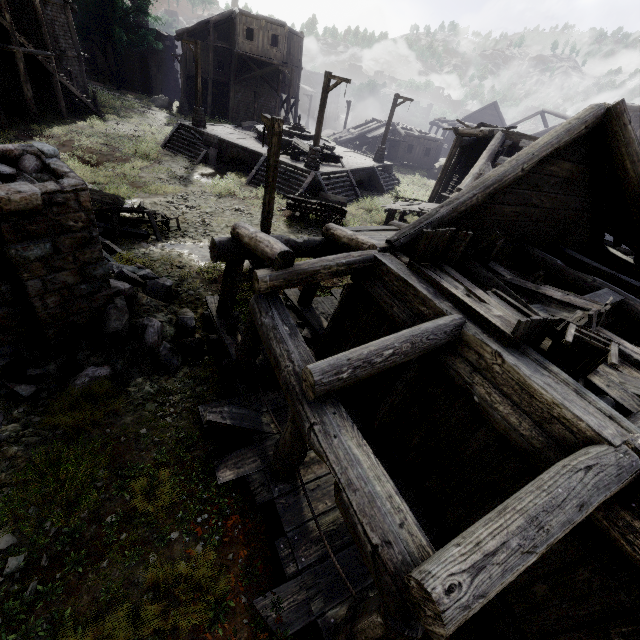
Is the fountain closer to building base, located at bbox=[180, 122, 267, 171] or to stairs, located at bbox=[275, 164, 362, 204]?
building base, located at bbox=[180, 122, 267, 171]

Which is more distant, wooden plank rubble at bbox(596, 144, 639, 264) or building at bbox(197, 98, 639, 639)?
wooden plank rubble at bbox(596, 144, 639, 264)

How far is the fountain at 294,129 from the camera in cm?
2225

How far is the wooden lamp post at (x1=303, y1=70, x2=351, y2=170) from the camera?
16.7 meters

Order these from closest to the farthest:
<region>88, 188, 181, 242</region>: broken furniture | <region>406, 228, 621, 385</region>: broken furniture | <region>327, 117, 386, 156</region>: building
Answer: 1. <region>406, 228, 621, 385</region>: broken furniture
2. <region>88, 188, 181, 242</region>: broken furniture
3. <region>327, 117, 386, 156</region>: building

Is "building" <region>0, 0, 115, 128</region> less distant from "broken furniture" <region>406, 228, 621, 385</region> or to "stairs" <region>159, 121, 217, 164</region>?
"broken furniture" <region>406, 228, 621, 385</region>

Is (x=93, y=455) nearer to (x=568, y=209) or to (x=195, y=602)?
(x=195, y=602)

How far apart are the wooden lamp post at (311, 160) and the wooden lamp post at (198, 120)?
9.1m
